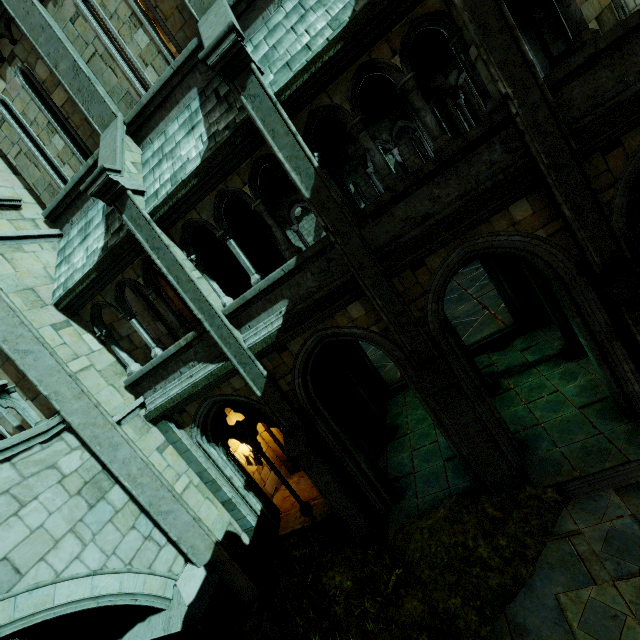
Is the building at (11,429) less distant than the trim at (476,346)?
Yes

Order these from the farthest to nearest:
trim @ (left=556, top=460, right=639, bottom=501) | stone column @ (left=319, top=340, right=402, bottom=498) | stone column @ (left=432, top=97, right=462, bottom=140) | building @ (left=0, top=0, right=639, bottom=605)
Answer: stone column @ (left=432, top=97, right=462, bottom=140) → stone column @ (left=319, top=340, right=402, bottom=498) → trim @ (left=556, top=460, right=639, bottom=501) → building @ (left=0, top=0, right=639, bottom=605)

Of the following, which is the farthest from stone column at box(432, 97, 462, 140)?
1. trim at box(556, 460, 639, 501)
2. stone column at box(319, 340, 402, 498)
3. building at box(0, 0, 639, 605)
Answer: trim at box(556, 460, 639, 501)

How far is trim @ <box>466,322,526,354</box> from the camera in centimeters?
1095cm

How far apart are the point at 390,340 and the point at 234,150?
4.53m

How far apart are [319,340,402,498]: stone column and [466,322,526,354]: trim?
3.7 meters

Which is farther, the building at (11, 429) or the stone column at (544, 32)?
the stone column at (544, 32)

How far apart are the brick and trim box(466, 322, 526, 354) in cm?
467
